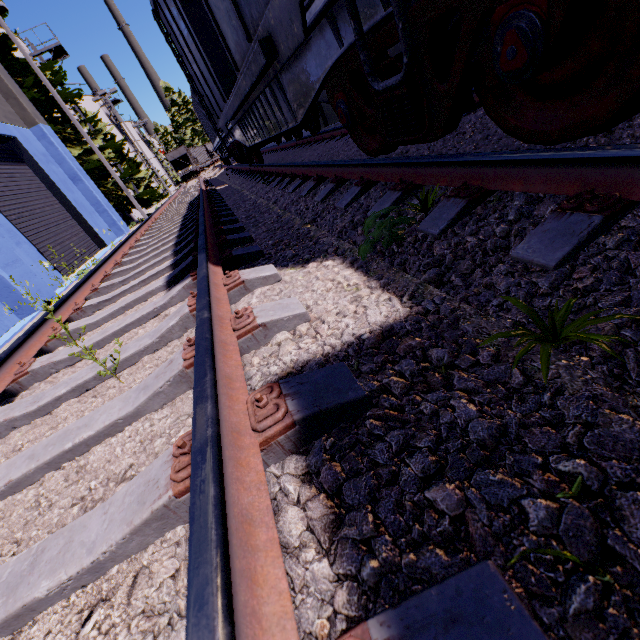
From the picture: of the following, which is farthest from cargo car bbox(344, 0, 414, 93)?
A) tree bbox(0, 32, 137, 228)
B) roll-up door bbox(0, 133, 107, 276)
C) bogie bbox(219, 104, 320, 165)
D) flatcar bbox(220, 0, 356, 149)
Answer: tree bbox(0, 32, 137, 228)

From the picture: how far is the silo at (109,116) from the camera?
34.9m

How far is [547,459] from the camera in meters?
0.9

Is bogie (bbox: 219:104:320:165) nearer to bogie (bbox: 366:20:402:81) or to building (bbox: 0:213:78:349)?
building (bbox: 0:213:78:349)

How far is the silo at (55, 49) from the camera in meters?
20.4 m

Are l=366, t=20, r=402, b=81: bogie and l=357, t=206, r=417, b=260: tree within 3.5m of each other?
yes

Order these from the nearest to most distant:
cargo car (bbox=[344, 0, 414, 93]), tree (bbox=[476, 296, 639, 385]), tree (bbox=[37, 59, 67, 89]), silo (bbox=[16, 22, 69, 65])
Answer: tree (bbox=[476, 296, 639, 385]) → cargo car (bbox=[344, 0, 414, 93]) → tree (bbox=[37, 59, 67, 89]) → silo (bbox=[16, 22, 69, 65])

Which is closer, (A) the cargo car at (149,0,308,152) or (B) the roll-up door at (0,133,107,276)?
(A) the cargo car at (149,0,308,152)
